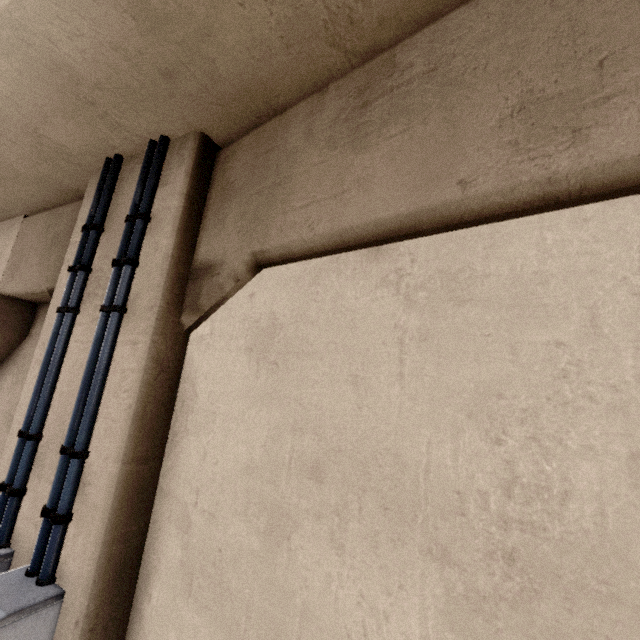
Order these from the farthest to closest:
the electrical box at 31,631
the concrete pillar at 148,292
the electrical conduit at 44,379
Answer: the electrical conduit at 44,379, the electrical box at 31,631, the concrete pillar at 148,292

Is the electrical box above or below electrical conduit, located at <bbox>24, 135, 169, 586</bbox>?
below

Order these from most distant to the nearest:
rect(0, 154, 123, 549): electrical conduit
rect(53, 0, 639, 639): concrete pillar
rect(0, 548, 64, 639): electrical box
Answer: rect(0, 154, 123, 549): electrical conduit, rect(0, 548, 64, 639): electrical box, rect(53, 0, 639, 639): concrete pillar

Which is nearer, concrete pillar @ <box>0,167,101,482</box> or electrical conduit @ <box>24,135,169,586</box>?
electrical conduit @ <box>24,135,169,586</box>

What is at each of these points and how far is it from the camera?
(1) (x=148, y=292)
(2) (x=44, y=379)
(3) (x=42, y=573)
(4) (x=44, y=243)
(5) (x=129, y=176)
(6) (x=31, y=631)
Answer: (1) concrete pillar, 1.97m
(2) electrical conduit, 2.22m
(3) electrical conduit, 1.68m
(4) concrete pillar, 3.37m
(5) concrete pillar, 2.46m
(6) electrical box, 1.53m

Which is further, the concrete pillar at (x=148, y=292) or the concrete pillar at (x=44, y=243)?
the concrete pillar at (x=44, y=243)

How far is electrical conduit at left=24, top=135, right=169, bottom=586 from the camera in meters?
1.7 m

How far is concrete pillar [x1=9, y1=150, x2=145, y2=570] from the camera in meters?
1.9
